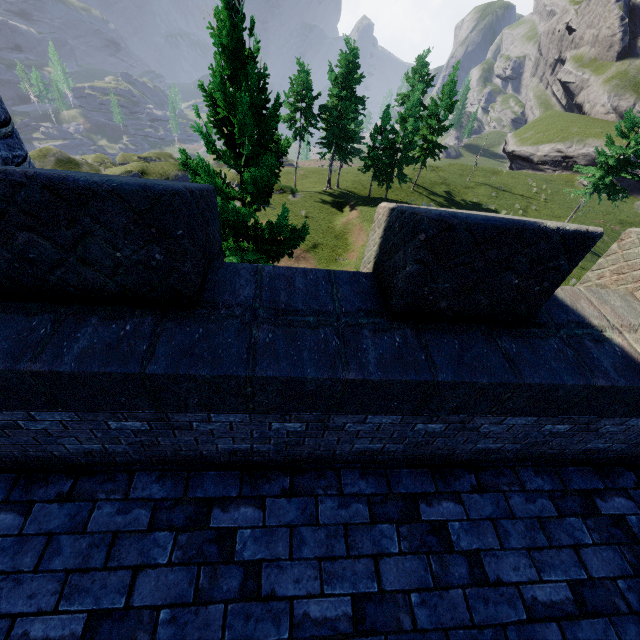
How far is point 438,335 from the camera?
2.75m

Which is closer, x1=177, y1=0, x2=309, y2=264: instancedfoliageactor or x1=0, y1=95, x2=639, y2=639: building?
x1=0, y1=95, x2=639, y2=639: building

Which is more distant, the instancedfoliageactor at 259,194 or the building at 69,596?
the instancedfoliageactor at 259,194
